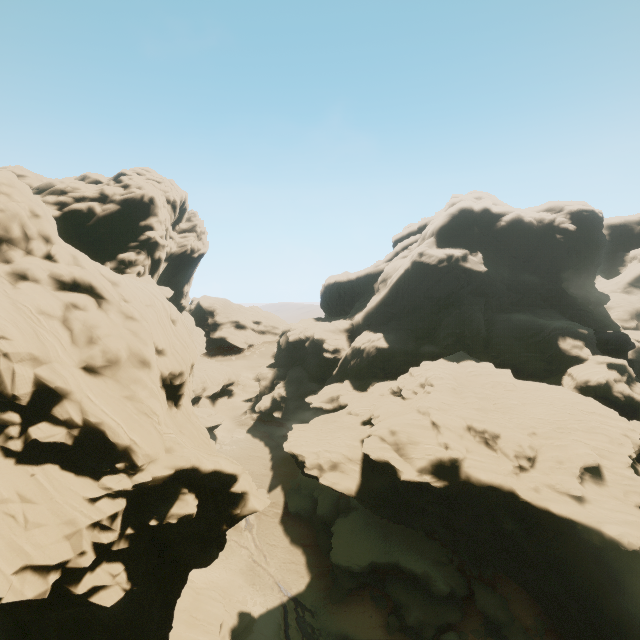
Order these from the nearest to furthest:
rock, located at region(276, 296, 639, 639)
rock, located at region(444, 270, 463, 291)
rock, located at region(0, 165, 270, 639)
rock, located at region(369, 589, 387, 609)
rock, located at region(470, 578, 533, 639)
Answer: rock, located at region(0, 165, 270, 639) → rock, located at region(276, 296, 639, 639) → rock, located at region(470, 578, 533, 639) → rock, located at region(369, 589, 387, 609) → rock, located at region(444, 270, 463, 291)

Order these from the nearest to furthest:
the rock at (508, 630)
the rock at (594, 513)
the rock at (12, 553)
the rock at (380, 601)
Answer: the rock at (12, 553), the rock at (594, 513), the rock at (508, 630), the rock at (380, 601)

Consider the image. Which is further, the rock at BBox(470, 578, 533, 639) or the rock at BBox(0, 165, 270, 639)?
the rock at BBox(470, 578, 533, 639)

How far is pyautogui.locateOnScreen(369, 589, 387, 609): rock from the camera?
33.4 meters

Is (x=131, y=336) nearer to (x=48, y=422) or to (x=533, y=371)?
(x=48, y=422)

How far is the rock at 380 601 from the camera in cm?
3338
